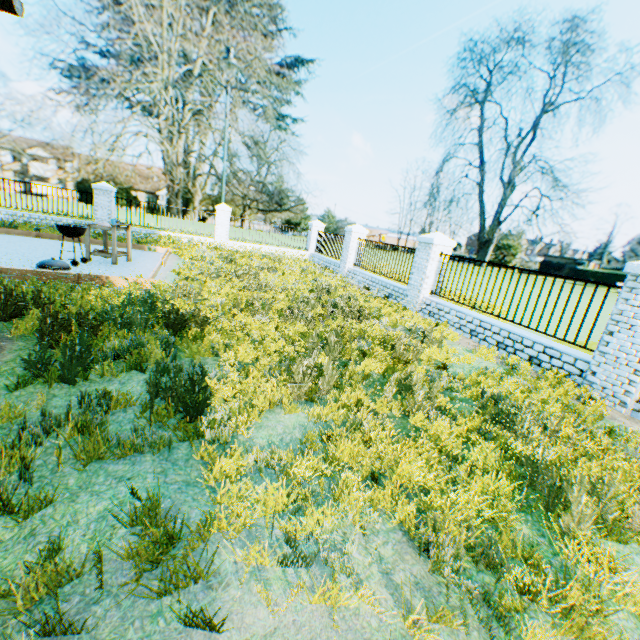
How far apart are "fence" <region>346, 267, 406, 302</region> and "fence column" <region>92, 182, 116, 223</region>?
11.9 meters

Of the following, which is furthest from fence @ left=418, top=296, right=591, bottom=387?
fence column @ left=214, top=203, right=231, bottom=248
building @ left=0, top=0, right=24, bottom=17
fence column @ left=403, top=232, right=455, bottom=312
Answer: fence column @ left=214, top=203, right=231, bottom=248

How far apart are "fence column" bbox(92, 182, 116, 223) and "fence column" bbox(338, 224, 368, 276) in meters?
11.4

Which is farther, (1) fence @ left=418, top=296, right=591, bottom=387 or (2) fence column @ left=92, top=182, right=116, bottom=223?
(2) fence column @ left=92, top=182, right=116, bottom=223

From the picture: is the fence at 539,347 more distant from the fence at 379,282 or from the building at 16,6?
the building at 16,6

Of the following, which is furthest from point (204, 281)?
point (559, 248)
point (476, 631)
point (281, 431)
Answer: point (559, 248)

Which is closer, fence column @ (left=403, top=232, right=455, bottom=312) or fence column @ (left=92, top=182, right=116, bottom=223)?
fence column @ (left=403, top=232, right=455, bottom=312)

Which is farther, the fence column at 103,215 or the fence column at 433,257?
the fence column at 103,215
